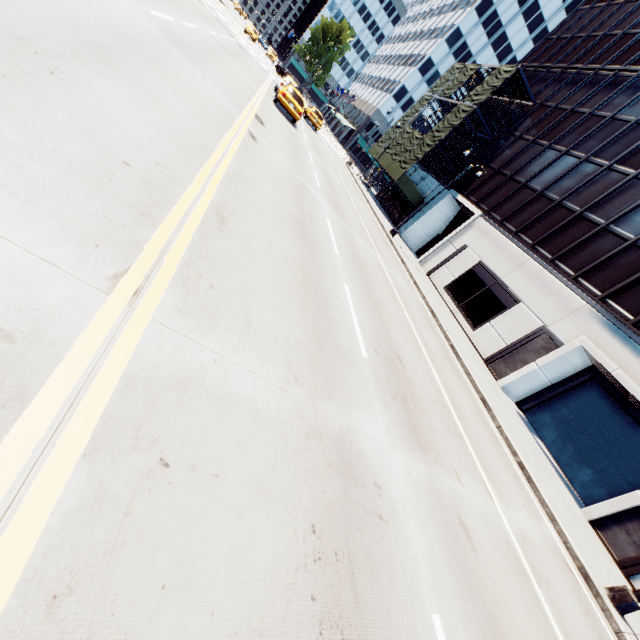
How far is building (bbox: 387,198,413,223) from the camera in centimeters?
3491cm

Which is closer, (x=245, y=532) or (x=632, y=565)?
(x=245, y=532)

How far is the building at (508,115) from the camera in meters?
30.0 m

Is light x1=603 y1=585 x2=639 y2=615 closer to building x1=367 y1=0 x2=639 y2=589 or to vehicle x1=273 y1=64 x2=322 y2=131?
building x1=367 y1=0 x2=639 y2=589

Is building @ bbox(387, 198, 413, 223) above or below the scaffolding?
below

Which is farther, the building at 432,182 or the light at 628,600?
the building at 432,182

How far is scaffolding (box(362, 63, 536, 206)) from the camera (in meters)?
28.52
